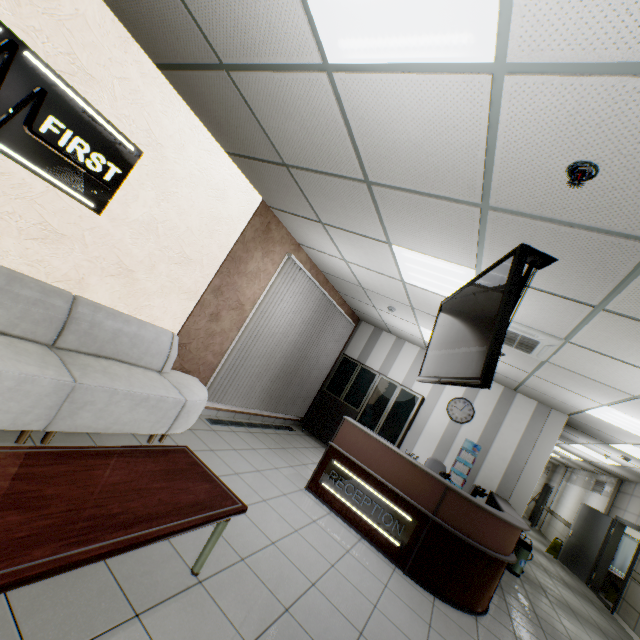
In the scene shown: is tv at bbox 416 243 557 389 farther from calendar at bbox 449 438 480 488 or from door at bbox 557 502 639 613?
door at bbox 557 502 639 613

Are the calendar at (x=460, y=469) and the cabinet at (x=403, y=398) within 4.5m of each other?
yes

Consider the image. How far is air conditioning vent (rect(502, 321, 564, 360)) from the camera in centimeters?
369cm

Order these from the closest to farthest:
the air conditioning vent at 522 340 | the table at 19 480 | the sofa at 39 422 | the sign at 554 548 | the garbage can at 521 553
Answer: the table at 19 480 < the sofa at 39 422 < the air conditioning vent at 522 340 < the garbage can at 521 553 < the sign at 554 548

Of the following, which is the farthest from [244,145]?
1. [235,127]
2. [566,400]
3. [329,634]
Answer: [566,400]

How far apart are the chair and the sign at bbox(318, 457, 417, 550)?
2.47m

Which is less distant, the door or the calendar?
the calendar

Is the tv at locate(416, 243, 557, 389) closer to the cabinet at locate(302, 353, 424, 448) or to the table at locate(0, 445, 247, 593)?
the table at locate(0, 445, 247, 593)
